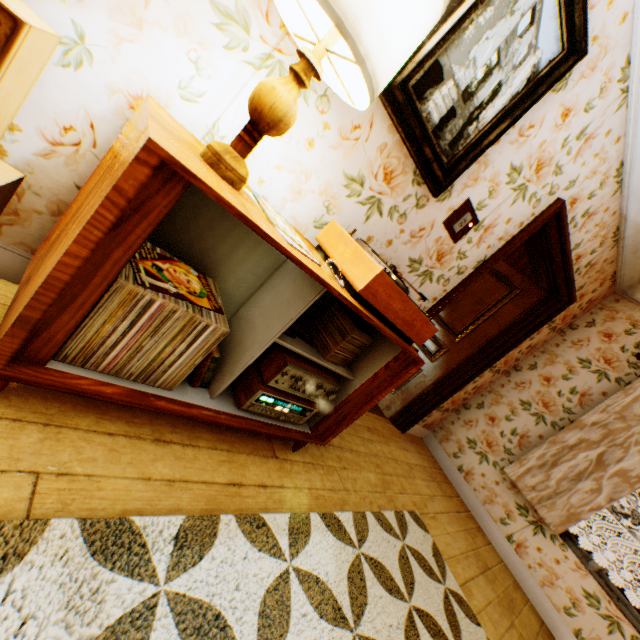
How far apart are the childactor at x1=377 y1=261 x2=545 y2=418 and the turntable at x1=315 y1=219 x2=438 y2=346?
2.1m

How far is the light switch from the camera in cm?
207

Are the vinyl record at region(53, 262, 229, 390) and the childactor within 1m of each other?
no

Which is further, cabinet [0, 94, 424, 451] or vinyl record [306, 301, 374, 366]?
vinyl record [306, 301, 374, 366]

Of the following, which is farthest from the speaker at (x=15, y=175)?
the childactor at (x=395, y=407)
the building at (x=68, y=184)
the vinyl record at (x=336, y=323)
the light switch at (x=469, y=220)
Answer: the childactor at (x=395, y=407)

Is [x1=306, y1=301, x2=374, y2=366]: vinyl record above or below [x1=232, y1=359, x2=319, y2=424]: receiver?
above

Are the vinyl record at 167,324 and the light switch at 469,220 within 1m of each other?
no

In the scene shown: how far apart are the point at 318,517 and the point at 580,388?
3.6 meters
